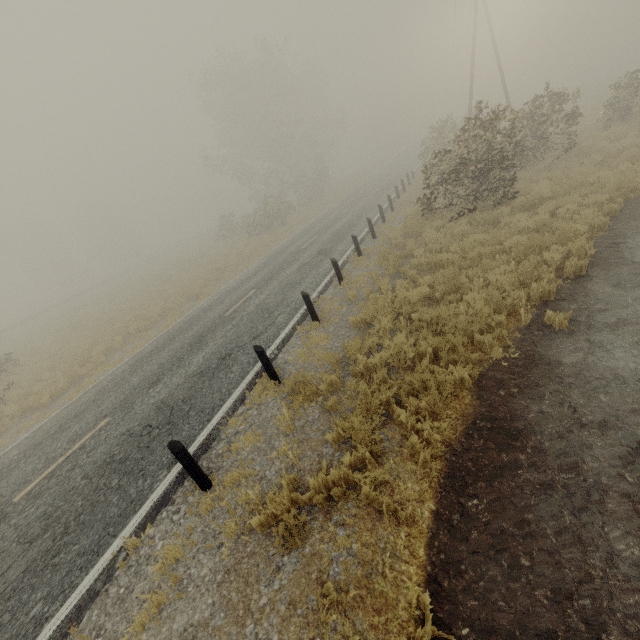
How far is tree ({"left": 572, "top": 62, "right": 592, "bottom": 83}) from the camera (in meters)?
57.84

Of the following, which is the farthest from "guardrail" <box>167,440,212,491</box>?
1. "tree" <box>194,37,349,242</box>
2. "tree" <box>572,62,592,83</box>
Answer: "tree" <box>572,62,592,83</box>

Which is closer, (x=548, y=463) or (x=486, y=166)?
(x=548, y=463)

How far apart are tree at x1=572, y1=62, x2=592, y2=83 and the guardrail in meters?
86.8

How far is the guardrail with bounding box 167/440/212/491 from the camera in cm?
489

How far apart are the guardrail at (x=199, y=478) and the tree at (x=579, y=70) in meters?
86.8 m

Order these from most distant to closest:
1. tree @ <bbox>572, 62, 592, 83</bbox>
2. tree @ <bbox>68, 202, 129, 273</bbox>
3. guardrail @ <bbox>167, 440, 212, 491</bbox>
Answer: tree @ <bbox>572, 62, 592, 83</bbox>
tree @ <bbox>68, 202, 129, 273</bbox>
guardrail @ <bbox>167, 440, 212, 491</bbox>

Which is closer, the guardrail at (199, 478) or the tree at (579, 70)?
the guardrail at (199, 478)
